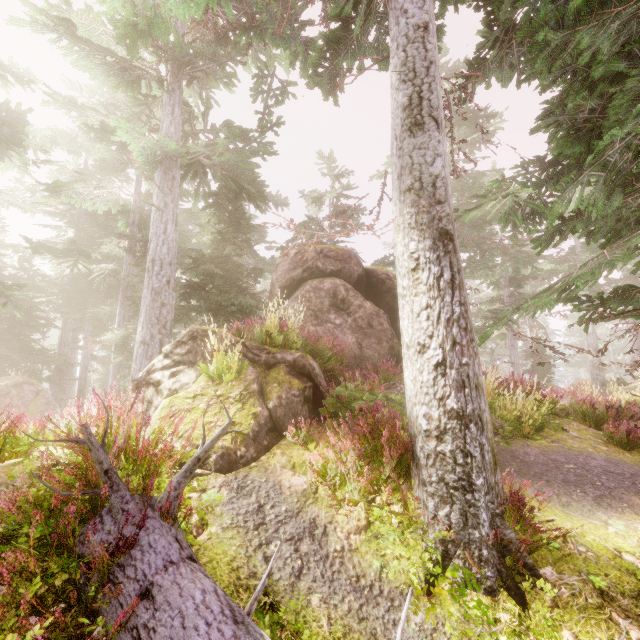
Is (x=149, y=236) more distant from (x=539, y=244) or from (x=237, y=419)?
(x=539, y=244)

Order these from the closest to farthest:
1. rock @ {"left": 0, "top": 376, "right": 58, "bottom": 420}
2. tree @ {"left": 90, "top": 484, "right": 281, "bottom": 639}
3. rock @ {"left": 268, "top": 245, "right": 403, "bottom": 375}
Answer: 1. tree @ {"left": 90, "top": 484, "right": 281, "bottom": 639}
2. rock @ {"left": 268, "top": 245, "right": 403, "bottom": 375}
3. rock @ {"left": 0, "top": 376, "right": 58, "bottom": 420}

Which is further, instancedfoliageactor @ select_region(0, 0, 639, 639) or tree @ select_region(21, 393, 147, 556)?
instancedfoliageactor @ select_region(0, 0, 639, 639)

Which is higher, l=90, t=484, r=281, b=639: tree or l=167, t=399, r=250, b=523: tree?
l=167, t=399, r=250, b=523: tree

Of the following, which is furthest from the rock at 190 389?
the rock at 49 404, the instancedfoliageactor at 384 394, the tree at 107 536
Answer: the rock at 49 404

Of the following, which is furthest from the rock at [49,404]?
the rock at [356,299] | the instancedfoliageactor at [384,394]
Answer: the rock at [356,299]

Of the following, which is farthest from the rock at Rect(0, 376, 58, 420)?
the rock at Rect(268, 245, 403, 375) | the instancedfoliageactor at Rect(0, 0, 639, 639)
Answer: the rock at Rect(268, 245, 403, 375)

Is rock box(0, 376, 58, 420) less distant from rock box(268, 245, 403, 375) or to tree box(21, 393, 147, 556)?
rock box(268, 245, 403, 375)
